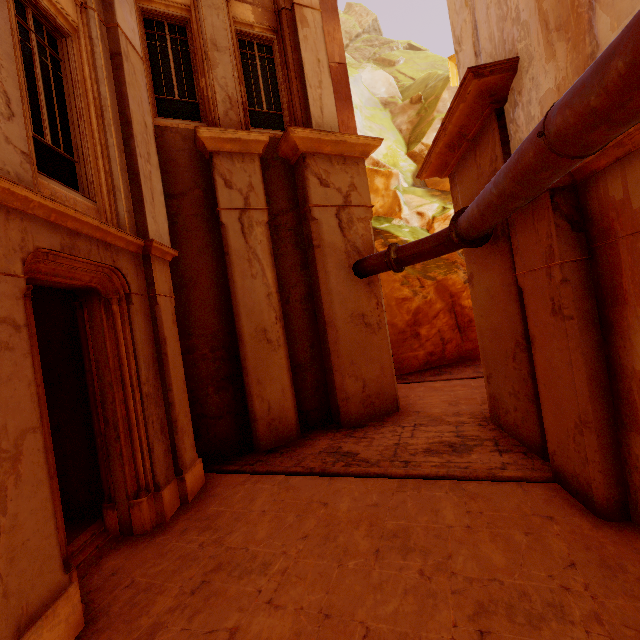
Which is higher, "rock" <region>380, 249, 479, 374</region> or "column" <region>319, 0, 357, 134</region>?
"column" <region>319, 0, 357, 134</region>

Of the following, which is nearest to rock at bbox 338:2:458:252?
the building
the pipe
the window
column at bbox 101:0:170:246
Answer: the building

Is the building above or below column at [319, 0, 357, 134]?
below

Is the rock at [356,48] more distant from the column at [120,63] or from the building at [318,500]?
the column at [120,63]

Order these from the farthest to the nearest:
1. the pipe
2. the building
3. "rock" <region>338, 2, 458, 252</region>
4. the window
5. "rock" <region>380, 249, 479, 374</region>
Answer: "rock" <region>338, 2, 458, 252</region>
"rock" <region>380, 249, 479, 374</region>
the window
the building
the pipe

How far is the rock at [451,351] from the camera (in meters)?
14.07

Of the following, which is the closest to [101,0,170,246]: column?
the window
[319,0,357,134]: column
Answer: the window

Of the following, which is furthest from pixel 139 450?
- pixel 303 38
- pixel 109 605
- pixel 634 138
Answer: pixel 303 38
